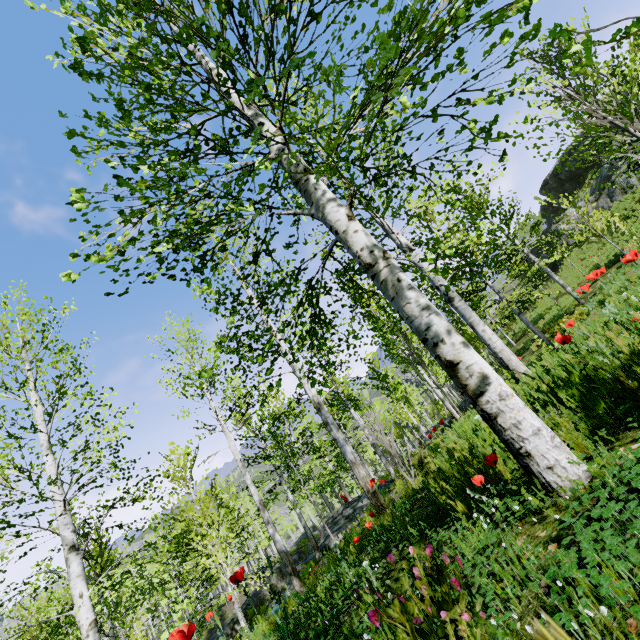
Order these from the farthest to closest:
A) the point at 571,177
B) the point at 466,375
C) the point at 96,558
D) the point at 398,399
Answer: the point at 571,177
the point at 398,399
the point at 96,558
the point at 466,375

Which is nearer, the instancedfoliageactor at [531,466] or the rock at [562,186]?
the instancedfoliageactor at [531,466]

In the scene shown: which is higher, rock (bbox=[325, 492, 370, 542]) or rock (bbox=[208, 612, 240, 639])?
Result: rock (bbox=[325, 492, 370, 542])

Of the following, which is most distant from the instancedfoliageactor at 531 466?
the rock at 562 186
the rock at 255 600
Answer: the rock at 562 186

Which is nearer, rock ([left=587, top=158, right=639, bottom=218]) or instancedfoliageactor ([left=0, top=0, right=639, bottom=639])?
instancedfoliageactor ([left=0, top=0, right=639, bottom=639])

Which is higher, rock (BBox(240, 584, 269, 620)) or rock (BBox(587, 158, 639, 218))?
rock (BBox(587, 158, 639, 218))

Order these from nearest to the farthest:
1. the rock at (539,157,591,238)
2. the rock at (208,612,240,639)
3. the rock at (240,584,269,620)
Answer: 1. the rock at (208,612,240,639)
2. the rock at (240,584,269,620)
3. the rock at (539,157,591,238)
